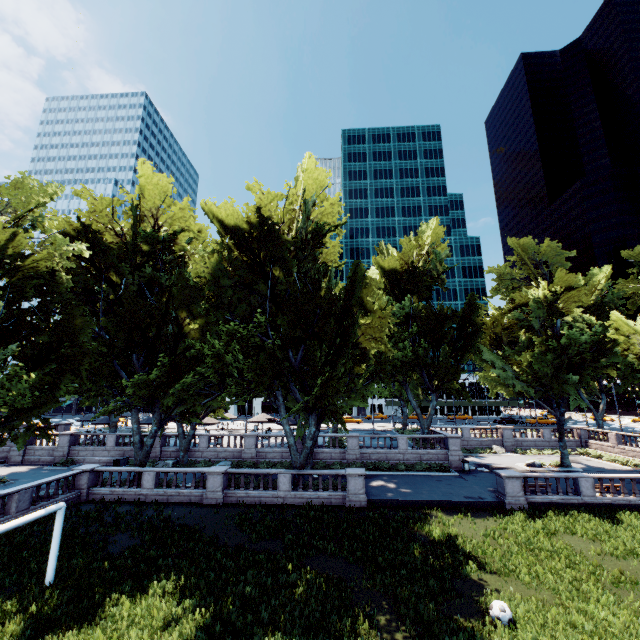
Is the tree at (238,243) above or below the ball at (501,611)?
above

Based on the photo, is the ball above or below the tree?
below

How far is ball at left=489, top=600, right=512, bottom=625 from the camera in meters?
10.5

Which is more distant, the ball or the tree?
the tree

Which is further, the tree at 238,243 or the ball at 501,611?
the tree at 238,243

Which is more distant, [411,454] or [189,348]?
[411,454]
